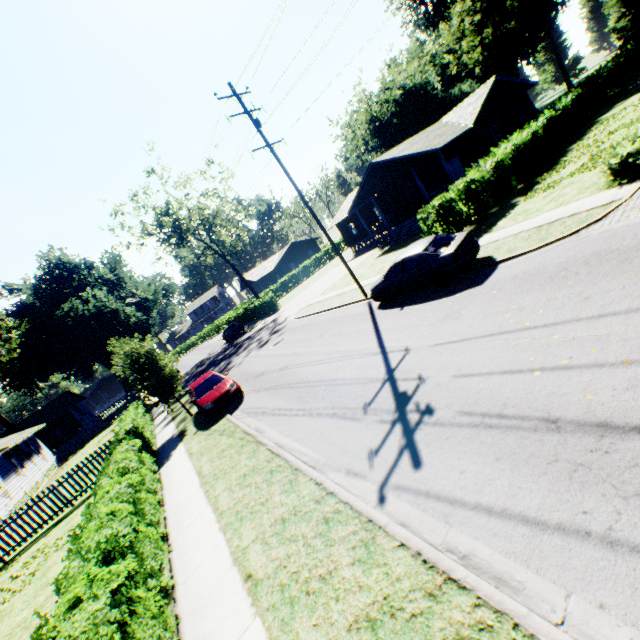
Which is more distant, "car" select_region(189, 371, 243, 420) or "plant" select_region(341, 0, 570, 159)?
"plant" select_region(341, 0, 570, 159)

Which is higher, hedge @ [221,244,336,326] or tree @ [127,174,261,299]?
tree @ [127,174,261,299]

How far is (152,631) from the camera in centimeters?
457cm

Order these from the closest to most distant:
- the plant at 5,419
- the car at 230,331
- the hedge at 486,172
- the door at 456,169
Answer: the hedge at 486,172
the door at 456,169
the plant at 5,419
the car at 230,331

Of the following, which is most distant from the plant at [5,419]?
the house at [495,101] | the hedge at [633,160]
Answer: the hedge at [633,160]

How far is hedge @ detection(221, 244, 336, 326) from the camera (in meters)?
38.78

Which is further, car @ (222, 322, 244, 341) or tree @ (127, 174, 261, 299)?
car @ (222, 322, 244, 341)

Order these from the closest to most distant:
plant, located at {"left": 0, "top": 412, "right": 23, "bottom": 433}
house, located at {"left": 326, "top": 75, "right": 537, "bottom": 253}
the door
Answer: house, located at {"left": 326, "top": 75, "right": 537, "bottom": 253}, the door, plant, located at {"left": 0, "top": 412, "right": 23, "bottom": 433}
